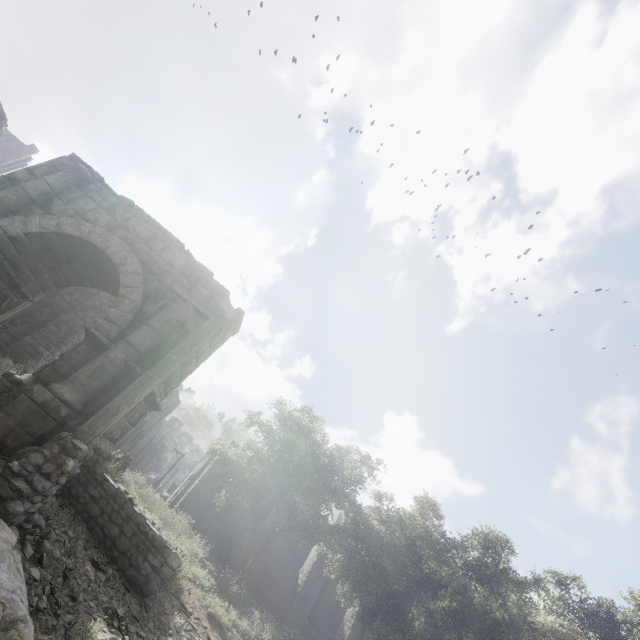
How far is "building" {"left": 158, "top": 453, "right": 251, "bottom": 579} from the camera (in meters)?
18.20

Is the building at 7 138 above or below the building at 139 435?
above

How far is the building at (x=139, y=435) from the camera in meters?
53.3 m

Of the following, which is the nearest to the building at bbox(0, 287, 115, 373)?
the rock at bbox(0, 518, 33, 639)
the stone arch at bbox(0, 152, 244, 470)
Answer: the stone arch at bbox(0, 152, 244, 470)

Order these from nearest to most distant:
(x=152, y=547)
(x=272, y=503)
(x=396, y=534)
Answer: (x=152, y=547)
(x=396, y=534)
(x=272, y=503)

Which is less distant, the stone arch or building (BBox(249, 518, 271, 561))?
the stone arch

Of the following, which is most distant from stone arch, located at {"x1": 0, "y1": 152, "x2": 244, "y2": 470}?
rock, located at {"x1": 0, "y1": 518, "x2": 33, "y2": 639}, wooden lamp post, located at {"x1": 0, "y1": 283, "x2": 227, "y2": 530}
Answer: rock, located at {"x1": 0, "y1": 518, "x2": 33, "y2": 639}
